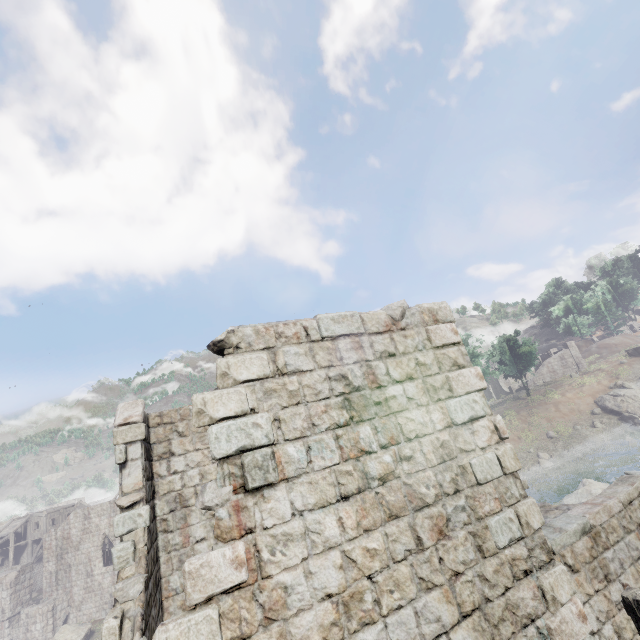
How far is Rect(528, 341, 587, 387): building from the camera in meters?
53.2 m

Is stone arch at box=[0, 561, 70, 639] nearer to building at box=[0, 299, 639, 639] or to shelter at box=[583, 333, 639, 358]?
building at box=[0, 299, 639, 639]

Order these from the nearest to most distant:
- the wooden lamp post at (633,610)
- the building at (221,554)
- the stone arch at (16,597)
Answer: the building at (221,554), the wooden lamp post at (633,610), the stone arch at (16,597)

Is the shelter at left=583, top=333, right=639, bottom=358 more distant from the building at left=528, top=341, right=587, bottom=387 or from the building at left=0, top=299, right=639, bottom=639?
the building at left=0, top=299, right=639, bottom=639

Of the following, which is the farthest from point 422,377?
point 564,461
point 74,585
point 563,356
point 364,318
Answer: point 563,356

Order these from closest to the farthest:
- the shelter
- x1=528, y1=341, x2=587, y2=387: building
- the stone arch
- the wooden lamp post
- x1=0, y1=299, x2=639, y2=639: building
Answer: x1=0, y1=299, x2=639, y2=639: building, the wooden lamp post, the stone arch, x1=528, y1=341, x2=587, y2=387: building, the shelter

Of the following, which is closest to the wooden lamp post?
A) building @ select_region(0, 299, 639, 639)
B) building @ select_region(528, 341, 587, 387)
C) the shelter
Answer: building @ select_region(0, 299, 639, 639)

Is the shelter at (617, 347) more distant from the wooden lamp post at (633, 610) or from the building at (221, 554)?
the wooden lamp post at (633, 610)
